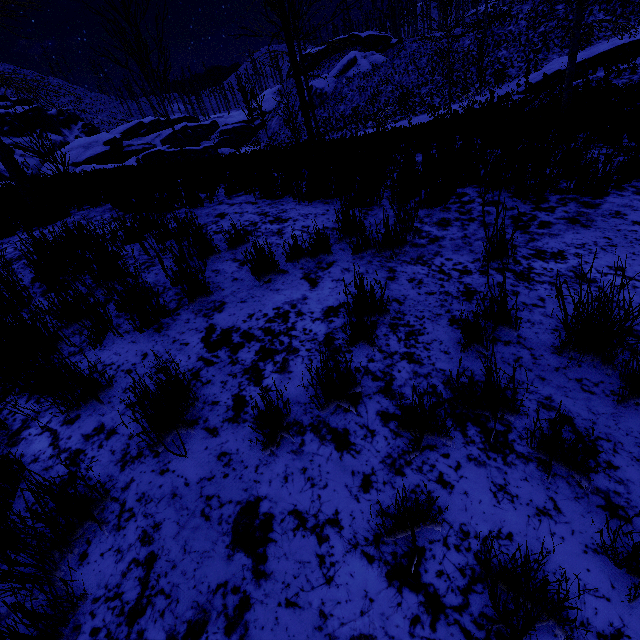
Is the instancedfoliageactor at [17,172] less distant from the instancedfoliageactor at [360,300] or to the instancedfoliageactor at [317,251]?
the instancedfoliageactor at [317,251]

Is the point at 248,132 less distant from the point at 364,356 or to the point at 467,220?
the point at 467,220

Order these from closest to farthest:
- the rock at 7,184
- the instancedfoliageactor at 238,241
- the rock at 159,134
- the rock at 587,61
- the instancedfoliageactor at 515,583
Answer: the instancedfoliageactor at 515,583
the instancedfoliageactor at 238,241
the rock at 7,184
the rock at 159,134
the rock at 587,61

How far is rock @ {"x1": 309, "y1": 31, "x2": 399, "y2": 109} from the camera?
48.47m

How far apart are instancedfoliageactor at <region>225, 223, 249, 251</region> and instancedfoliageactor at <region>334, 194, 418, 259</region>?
1.07m

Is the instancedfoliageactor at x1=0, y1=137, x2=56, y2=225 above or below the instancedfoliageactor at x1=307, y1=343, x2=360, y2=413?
above

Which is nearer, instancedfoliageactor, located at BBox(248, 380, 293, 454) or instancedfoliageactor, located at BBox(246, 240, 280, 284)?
instancedfoliageactor, located at BBox(248, 380, 293, 454)

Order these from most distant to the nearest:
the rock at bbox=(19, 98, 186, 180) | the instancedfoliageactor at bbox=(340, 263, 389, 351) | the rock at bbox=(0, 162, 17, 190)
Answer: the rock at bbox=(19, 98, 186, 180) < the rock at bbox=(0, 162, 17, 190) < the instancedfoliageactor at bbox=(340, 263, 389, 351)
